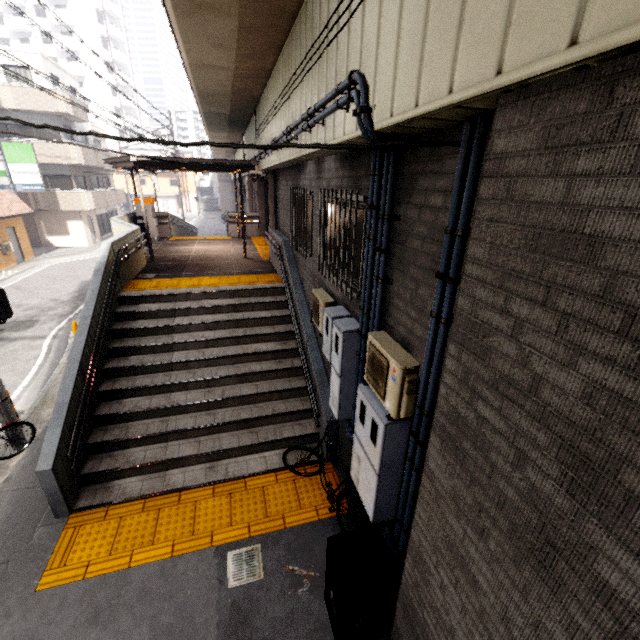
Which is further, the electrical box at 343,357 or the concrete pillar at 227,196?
the concrete pillar at 227,196

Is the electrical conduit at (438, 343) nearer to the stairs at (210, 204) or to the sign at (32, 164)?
the sign at (32, 164)

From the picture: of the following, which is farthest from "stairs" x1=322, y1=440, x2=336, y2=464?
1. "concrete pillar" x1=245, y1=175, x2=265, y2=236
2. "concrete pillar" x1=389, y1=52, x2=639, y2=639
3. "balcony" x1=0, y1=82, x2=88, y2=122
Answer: "balcony" x1=0, y1=82, x2=88, y2=122

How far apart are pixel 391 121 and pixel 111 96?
67.5m

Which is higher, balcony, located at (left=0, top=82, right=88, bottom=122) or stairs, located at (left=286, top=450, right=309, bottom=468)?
balcony, located at (left=0, top=82, right=88, bottom=122)

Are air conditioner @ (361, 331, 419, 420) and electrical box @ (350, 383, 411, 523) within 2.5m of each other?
yes

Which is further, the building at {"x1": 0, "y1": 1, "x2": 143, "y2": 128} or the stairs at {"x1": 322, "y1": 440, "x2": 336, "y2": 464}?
the building at {"x1": 0, "y1": 1, "x2": 143, "y2": 128}
